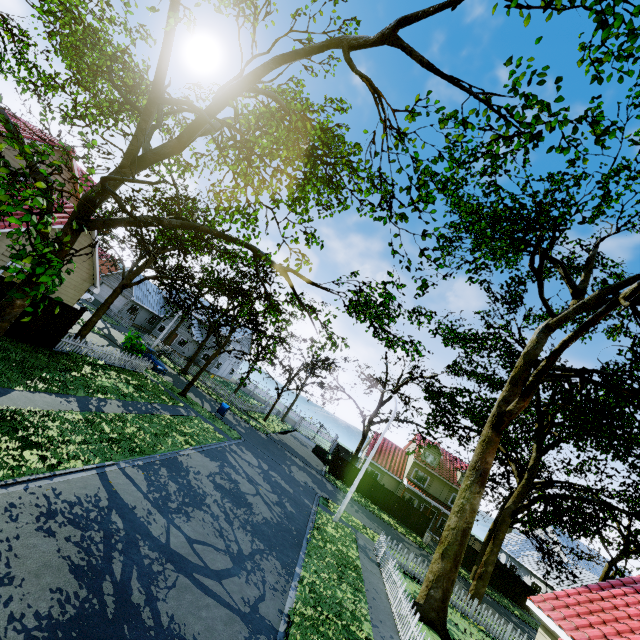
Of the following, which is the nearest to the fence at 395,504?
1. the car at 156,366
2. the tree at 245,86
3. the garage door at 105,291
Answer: the tree at 245,86

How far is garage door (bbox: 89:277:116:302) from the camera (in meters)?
44.47

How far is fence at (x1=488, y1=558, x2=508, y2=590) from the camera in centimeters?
3130cm

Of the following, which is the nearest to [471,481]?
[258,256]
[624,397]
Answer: [624,397]

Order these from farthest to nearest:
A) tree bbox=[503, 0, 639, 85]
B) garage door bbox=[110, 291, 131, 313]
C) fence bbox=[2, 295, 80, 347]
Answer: garage door bbox=[110, 291, 131, 313] < fence bbox=[2, 295, 80, 347] < tree bbox=[503, 0, 639, 85]

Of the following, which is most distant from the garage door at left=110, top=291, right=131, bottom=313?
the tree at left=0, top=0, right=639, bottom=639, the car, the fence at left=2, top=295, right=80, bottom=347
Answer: the tree at left=0, top=0, right=639, bottom=639

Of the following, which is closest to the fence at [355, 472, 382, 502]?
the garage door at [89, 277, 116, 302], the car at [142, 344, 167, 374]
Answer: the garage door at [89, 277, 116, 302]
